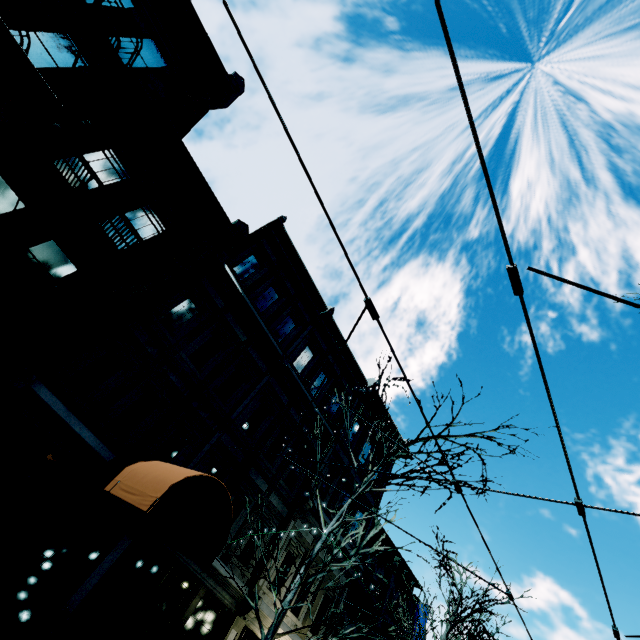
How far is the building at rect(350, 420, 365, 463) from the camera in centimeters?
1669cm

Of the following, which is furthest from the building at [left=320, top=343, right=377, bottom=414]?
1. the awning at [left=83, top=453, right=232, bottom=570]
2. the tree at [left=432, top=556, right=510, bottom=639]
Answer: the tree at [left=432, top=556, right=510, bottom=639]

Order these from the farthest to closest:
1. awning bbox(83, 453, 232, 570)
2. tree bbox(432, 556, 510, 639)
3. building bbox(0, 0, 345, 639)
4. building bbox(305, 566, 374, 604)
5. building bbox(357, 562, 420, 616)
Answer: building bbox(357, 562, 420, 616)
building bbox(305, 566, 374, 604)
tree bbox(432, 556, 510, 639)
building bbox(0, 0, 345, 639)
awning bbox(83, 453, 232, 570)

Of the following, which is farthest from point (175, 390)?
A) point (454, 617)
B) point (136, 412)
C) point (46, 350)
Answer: point (454, 617)

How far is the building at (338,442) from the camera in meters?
14.8 m

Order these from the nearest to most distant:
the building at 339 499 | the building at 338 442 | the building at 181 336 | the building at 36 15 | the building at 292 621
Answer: the building at 181 336
the building at 36 15
the building at 292 621
the building at 339 499
the building at 338 442
